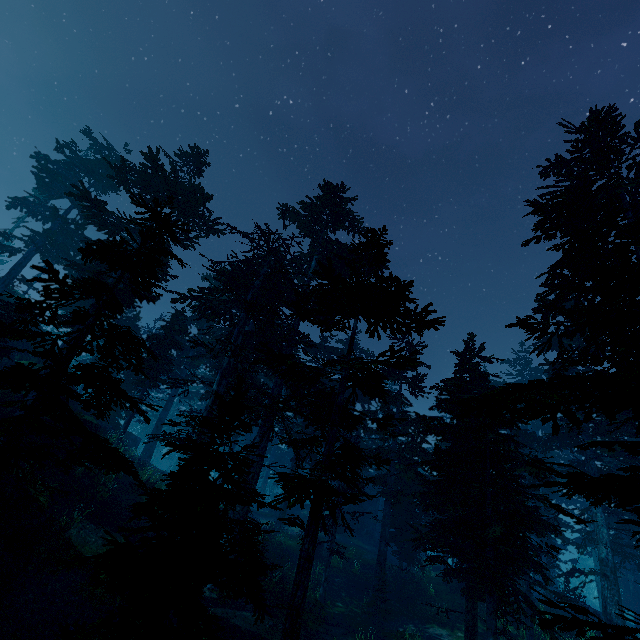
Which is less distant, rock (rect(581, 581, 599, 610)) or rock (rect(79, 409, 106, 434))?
rock (rect(79, 409, 106, 434))

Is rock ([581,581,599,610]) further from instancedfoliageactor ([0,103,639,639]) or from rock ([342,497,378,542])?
rock ([342,497,378,542])

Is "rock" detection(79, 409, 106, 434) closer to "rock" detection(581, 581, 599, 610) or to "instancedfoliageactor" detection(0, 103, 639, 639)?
"instancedfoliageactor" detection(0, 103, 639, 639)

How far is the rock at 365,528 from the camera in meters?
36.3 m

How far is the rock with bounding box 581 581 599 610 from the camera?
56.6 meters

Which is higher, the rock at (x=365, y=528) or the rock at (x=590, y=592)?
the rock at (x=365, y=528)

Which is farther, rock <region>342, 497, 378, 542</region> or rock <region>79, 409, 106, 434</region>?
rock <region>342, 497, 378, 542</region>

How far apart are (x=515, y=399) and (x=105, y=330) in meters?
11.6 m
